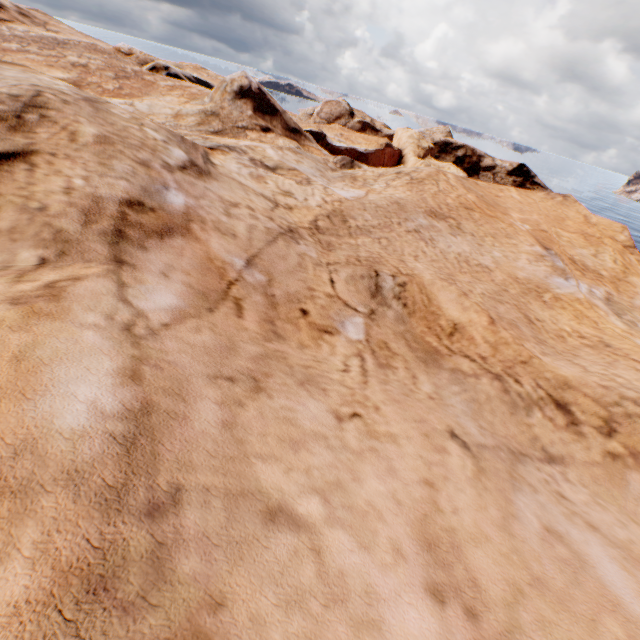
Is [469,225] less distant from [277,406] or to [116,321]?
[277,406]
